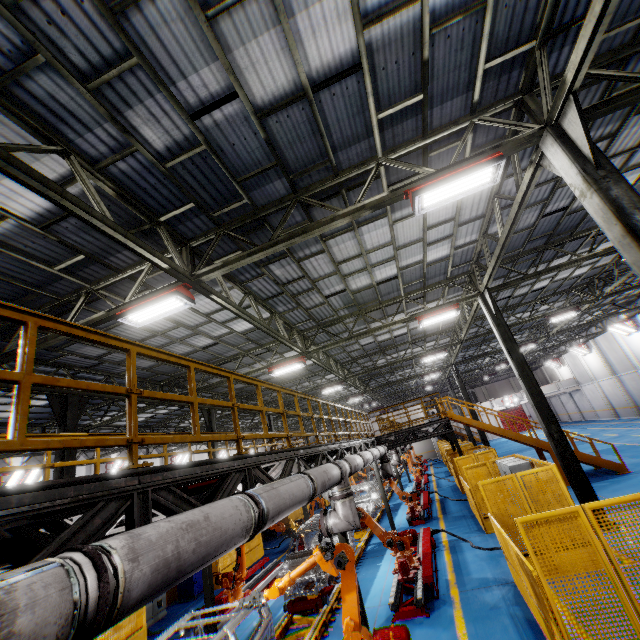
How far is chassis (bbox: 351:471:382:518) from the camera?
16.8m

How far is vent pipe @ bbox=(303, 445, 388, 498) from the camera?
5.91m

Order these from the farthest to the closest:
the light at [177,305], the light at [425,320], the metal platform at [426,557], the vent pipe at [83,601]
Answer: the light at [425,320] < the metal platform at [426,557] < the light at [177,305] < the vent pipe at [83,601]

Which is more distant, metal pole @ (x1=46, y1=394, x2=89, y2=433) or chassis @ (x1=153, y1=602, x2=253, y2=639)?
metal pole @ (x1=46, y1=394, x2=89, y2=433)

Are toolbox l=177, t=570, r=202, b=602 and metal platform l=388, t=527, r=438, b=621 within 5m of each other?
no

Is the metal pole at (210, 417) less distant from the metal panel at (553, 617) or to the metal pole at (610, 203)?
the metal panel at (553, 617)

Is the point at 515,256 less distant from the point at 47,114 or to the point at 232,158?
the point at 232,158

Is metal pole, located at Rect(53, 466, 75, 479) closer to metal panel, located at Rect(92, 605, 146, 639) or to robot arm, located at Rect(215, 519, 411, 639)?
metal panel, located at Rect(92, 605, 146, 639)
